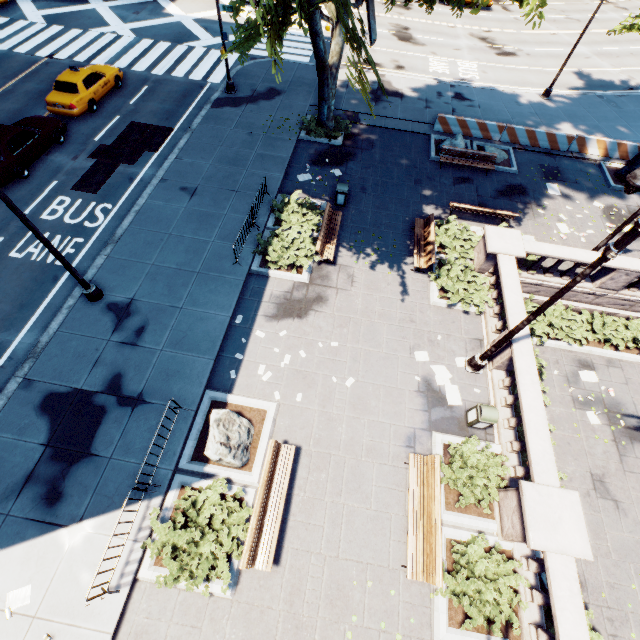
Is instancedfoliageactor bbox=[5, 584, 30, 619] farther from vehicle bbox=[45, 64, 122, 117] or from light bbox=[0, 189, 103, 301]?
vehicle bbox=[45, 64, 122, 117]

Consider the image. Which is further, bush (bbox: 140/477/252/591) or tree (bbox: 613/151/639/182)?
tree (bbox: 613/151/639/182)

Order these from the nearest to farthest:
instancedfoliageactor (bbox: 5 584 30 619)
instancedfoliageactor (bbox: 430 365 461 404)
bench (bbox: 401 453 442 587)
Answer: instancedfoliageactor (bbox: 5 584 30 619) < bench (bbox: 401 453 442 587) < instancedfoliageactor (bbox: 430 365 461 404)

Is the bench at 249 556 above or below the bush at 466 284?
above

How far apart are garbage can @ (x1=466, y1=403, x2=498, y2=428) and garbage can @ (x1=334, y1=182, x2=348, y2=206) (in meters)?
10.43

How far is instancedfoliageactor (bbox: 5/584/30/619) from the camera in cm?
743

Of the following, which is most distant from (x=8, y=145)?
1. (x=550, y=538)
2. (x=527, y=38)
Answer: (x=527, y=38)

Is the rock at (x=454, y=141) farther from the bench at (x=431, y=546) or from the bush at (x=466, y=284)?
the bench at (x=431, y=546)
